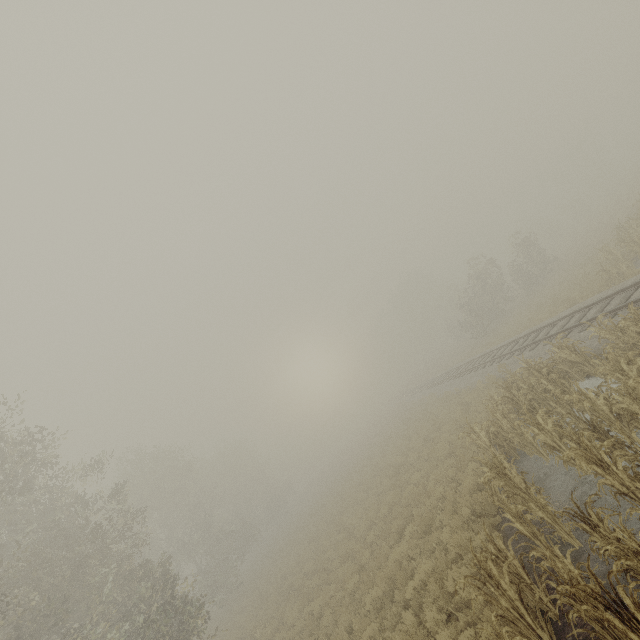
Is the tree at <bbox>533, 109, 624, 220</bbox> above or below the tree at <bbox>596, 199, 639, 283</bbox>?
above

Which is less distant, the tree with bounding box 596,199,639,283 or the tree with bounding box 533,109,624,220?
the tree with bounding box 596,199,639,283

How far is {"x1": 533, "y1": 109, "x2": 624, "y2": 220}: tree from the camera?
46.4 meters

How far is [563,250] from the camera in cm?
4066

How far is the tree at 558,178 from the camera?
46.38m

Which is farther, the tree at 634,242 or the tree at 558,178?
the tree at 558,178
